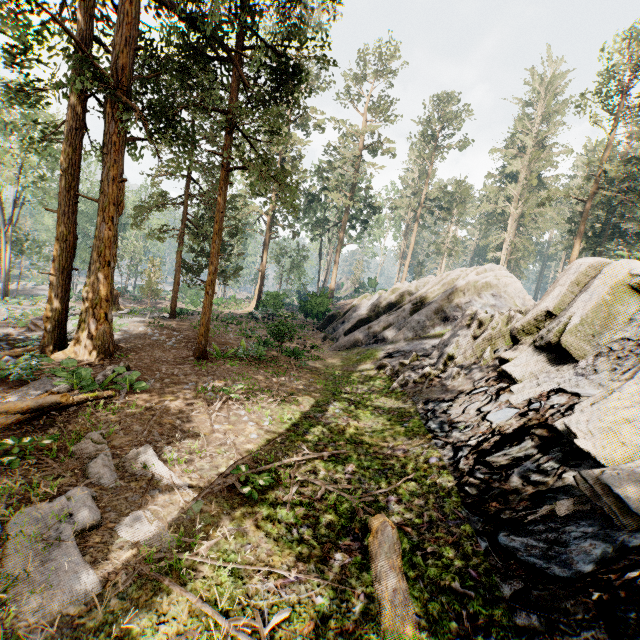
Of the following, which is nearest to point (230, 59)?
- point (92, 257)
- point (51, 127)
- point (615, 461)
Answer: point (51, 127)

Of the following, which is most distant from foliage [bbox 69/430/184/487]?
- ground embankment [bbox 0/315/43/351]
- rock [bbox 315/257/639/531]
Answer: rock [bbox 315/257/639/531]

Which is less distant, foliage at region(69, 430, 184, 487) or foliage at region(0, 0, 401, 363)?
foliage at region(69, 430, 184, 487)

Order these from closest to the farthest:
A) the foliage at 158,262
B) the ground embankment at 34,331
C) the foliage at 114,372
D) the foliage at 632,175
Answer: the foliage at 114,372, the ground embankment at 34,331, the foliage at 632,175, the foliage at 158,262

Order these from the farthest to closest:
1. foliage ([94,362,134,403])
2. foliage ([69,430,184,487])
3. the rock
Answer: foliage ([94,362,134,403])
foliage ([69,430,184,487])
the rock

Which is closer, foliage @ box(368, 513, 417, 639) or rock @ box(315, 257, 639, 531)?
foliage @ box(368, 513, 417, 639)

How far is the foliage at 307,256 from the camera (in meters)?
30.98

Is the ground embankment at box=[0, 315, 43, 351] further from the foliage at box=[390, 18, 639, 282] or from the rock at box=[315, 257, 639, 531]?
the rock at box=[315, 257, 639, 531]
